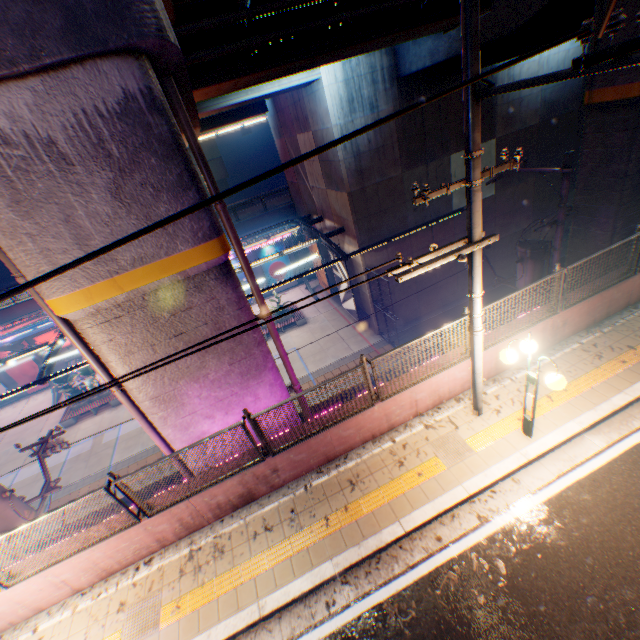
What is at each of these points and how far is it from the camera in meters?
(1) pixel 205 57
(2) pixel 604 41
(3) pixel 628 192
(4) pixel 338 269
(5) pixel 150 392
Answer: (1) pipe, 7.7 m
(2) overpass support, 8.1 m
(3) overpass support, 9.3 m
(4) billboard, 19.8 m
(5) overpass support, 6.8 m

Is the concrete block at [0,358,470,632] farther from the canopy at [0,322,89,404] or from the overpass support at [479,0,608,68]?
the canopy at [0,322,89,404]

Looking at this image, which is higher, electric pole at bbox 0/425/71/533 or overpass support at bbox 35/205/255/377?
overpass support at bbox 35/205/255/377

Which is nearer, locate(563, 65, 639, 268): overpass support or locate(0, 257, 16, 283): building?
locate(563, 65, 639, 268): overpass support

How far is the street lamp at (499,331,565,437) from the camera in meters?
5.2

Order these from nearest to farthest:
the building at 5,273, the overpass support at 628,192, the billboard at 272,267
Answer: the overpass support at 628,192 < the billboard at 272,267 < the building at 5,273

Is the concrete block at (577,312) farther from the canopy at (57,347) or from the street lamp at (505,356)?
the canopy at (57,347)

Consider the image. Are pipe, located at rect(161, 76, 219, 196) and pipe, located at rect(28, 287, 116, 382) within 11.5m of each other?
yes
